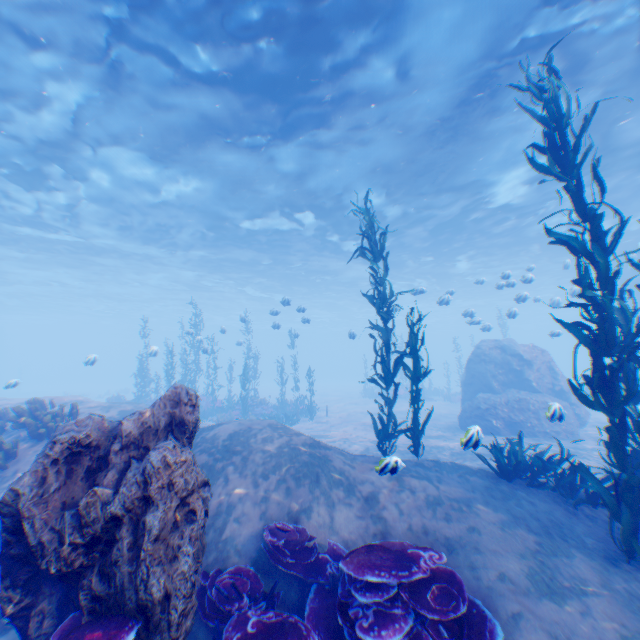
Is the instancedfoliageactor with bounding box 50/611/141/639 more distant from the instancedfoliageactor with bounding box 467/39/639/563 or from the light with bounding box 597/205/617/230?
the light with bounding box 597/205/617/230

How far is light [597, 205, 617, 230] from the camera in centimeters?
2005cm

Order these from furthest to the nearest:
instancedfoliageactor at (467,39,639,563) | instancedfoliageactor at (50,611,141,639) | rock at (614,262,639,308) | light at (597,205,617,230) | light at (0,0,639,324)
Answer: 1. rock at (614,262,639,308)
2. light at (597,205,617,230)
3. light at (0,0,639,324)
4. instancedfoliageactor at (467,39,639,563)
5. instancedfoliageactor at (50,611,141,639)

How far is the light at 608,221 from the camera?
20.0m

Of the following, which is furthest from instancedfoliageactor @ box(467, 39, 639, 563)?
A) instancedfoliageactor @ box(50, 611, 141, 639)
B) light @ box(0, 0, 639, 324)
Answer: instancedfoliageactor @ box(50, 611, 141, 639)

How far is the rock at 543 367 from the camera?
14.3m

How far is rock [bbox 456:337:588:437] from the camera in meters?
14.3

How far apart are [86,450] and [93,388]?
59.9m
